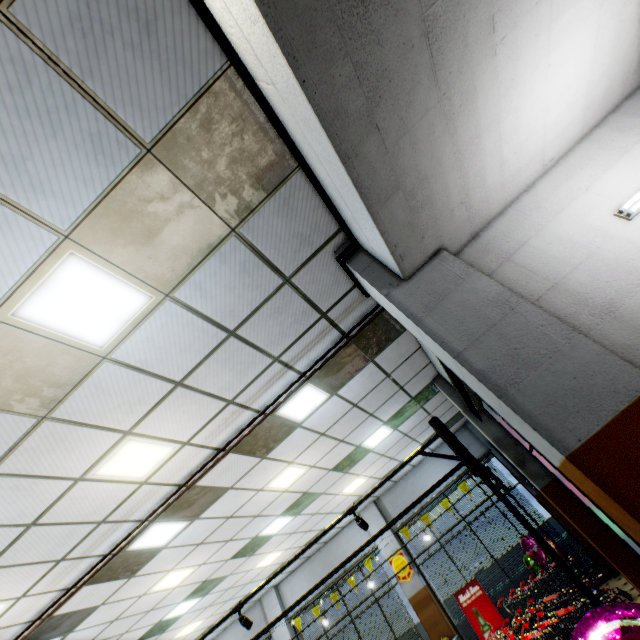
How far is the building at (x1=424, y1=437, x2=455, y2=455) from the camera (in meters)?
11.19

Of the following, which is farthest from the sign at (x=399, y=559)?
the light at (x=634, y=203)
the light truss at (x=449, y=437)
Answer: the light at (x=634, y=203)

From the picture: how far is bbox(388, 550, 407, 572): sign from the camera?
10.5 meters

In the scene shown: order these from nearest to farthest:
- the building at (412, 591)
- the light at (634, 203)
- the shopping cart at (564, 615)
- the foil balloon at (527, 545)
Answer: the light at (634, 203) → the shopping cart at (564, 615) → the foil balloon at (527, 545) → the building at (412, 591)

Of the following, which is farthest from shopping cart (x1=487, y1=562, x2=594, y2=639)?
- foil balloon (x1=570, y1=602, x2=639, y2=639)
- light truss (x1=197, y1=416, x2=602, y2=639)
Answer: foil balloon (x1=570, y1=602, x2=639, y2=639)

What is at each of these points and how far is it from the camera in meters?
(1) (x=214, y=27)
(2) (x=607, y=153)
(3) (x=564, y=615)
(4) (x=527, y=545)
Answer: (1) pipe, 1.9
(2) building, 2.9
(3) shopping cart, 4.4
(4) foil balloon, 8.8

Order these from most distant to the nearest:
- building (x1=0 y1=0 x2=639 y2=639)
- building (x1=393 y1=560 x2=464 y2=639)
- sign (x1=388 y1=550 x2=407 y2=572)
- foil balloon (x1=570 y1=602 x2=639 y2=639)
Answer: sign (x1=388 y1=550 x2=407 y2=572) → building (x1=393 y1=560 x2=464 y2=639) → building (x1=0 y1=0 x2=639 y2=639) → foil balloon (x1=570 y1=602 x2=639 y2=639)

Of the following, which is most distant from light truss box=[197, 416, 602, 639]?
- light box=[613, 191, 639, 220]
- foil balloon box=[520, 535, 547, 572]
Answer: light box=[613, 191, 639, 220]
